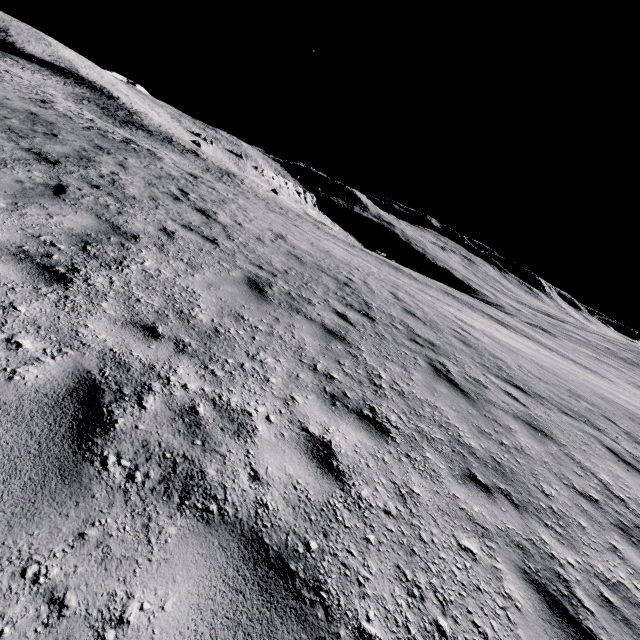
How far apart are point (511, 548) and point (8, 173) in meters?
9.2 m
